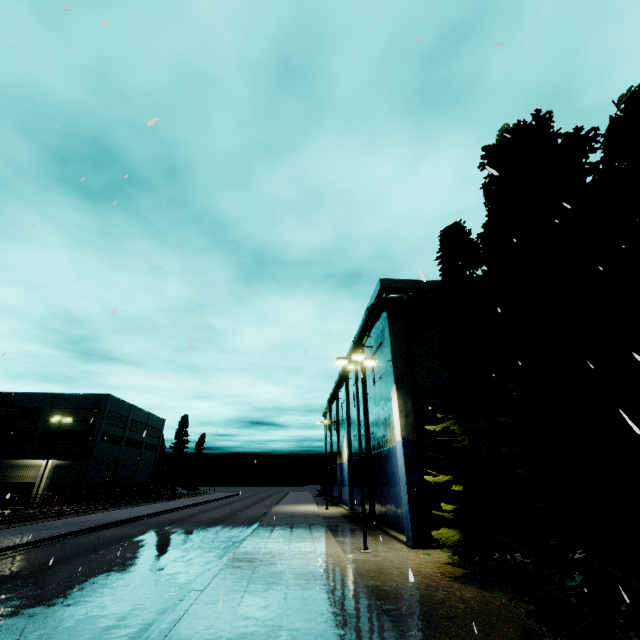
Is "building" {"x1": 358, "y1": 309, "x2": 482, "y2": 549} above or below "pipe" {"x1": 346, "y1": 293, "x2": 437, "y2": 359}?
below

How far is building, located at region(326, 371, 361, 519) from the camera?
34.2 meters

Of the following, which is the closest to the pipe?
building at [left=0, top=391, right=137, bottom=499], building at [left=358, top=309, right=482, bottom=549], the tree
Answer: building at [left=358, top=309, right=482, bottom=549]

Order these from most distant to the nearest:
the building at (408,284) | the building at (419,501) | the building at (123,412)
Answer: the building at (123,412) → the building at (408,284) → the building at (419,501)

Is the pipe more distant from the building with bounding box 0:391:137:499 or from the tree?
the building with bounding box 0:391:137:499

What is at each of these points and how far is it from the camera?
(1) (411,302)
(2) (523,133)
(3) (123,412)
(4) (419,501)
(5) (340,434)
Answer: (1) pipe, 21.4 meters
(2) tree, 11.5 meters
(3) building, 55.3 meters
(4) building, 17.2 meters
(5) building, 46.5 meters

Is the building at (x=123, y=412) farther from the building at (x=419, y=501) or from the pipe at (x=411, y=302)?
the building at (x=419, y=501)

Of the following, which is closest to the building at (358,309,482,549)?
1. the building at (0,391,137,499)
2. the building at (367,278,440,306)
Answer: the building at (367,278,440,306)
